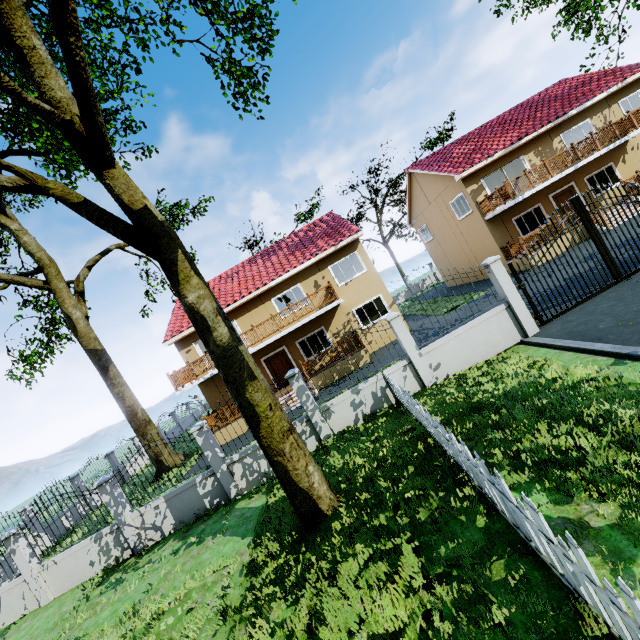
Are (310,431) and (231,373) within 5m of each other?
yes

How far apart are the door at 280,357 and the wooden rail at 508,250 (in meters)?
14.44

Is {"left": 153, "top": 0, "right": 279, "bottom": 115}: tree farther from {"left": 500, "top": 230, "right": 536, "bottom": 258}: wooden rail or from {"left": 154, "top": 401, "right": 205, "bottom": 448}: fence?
{"left": 500, "top": 230, "right": 536, "bottom": 258}: wooden rail

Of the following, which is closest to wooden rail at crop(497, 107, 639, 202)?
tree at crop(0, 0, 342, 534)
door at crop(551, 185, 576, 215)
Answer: door at crop(551, 185, 576, 215)

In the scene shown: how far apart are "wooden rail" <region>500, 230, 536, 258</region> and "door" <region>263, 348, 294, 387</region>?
14.44m

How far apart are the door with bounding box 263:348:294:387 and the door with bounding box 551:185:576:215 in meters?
18.6 m

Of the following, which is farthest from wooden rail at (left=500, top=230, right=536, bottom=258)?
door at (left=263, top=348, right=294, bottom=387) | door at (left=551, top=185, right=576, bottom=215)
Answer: door at (left=263, top=348, right=294, bottom=387)

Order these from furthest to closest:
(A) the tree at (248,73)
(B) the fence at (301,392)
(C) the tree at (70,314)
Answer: (B) the fence at (301,392)
(A) the tree at (248,73)
(C) the tree at (70,314)
